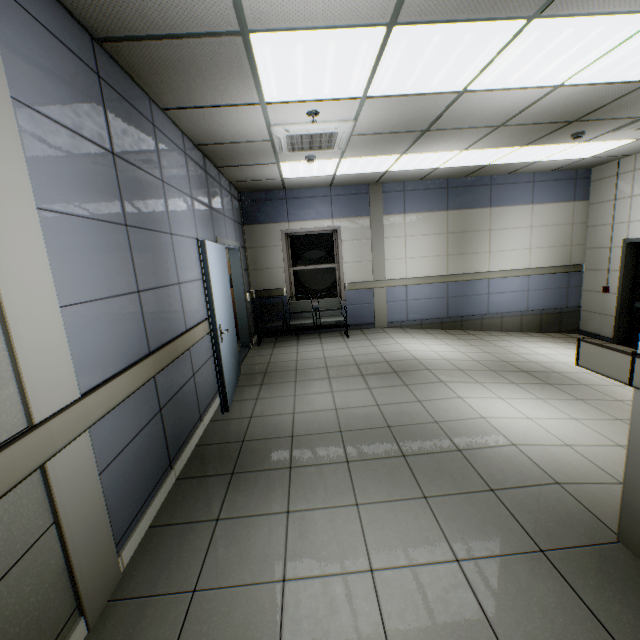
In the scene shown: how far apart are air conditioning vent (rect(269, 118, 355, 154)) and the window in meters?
3.1

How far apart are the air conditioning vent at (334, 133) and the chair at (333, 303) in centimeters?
317cm

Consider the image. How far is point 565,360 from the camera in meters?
5.6

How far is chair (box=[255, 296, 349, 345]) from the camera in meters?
6.8 m

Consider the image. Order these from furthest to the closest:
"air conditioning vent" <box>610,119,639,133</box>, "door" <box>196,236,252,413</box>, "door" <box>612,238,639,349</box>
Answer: "door" <box>612,238,639,349</box>, "air conditioning vent" <box>610,119,639,133</box>, "door" <box>196,236,252,413</box>

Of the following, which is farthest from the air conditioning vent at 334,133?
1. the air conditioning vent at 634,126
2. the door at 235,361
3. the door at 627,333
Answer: the door at 627,333

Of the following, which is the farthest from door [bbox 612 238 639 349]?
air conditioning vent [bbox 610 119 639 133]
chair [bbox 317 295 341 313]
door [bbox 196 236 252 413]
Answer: door [bbox 196 236 252 413]
